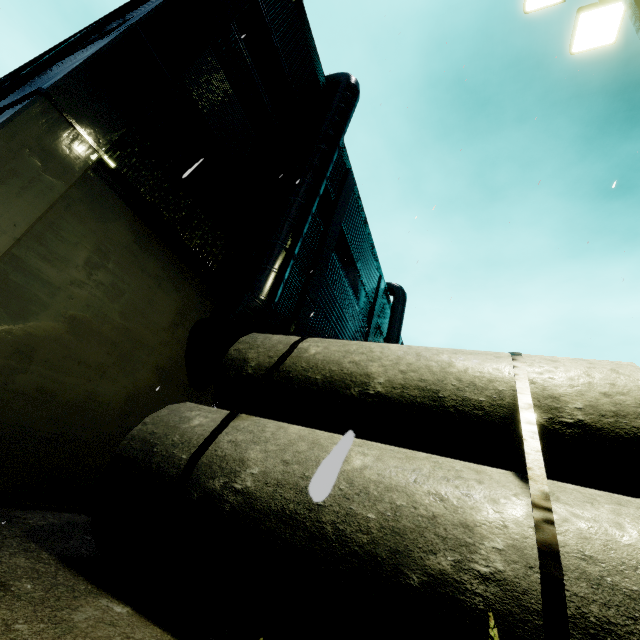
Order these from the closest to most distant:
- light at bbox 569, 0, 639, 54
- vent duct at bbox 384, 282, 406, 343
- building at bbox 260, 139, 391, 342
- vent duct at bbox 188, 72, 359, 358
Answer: light at bbox 569, 0, 639, 54, vent duct at bbox 188, 72, 359, 358, building at bbox 260, 139, 391, 342, vent duct at bbox 384, 282, 406, 343

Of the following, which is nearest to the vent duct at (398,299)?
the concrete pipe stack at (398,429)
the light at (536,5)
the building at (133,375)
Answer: the building at (133,375)

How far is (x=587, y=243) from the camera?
8.1 meters

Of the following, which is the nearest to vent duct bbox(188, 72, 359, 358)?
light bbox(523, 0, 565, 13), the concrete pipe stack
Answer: the concrete pipe stack

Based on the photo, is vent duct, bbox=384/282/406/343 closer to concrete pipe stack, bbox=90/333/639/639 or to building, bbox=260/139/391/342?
building, bbox=260/139/391/342

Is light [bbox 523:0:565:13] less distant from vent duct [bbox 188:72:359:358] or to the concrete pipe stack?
the concrete pipe stack
